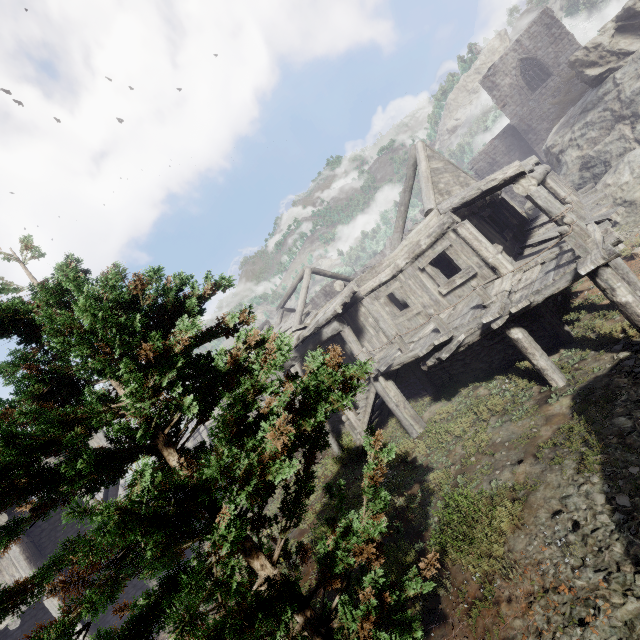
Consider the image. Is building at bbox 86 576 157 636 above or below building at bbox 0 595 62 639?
below

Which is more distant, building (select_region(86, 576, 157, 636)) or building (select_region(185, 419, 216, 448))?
building (select_region(185, 419, 216, 448))

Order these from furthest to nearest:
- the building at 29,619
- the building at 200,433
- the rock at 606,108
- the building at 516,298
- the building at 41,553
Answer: the building at 200,433, the rock at 606,108, the building at 41,553, the building at 29,619, the building at 516,298

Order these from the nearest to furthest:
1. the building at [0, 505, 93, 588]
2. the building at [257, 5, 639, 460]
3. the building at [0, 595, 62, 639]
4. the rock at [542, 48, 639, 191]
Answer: the building at [257, 5, 639, 460] < the building at [0, 595, 62, 639] < the building at [0, 505, 93, 588] < the rock at [542, 48, 639, 191]

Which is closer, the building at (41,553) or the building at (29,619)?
the building at (29,619)

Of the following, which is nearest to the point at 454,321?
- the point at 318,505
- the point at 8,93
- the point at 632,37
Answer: the point at 318,505
